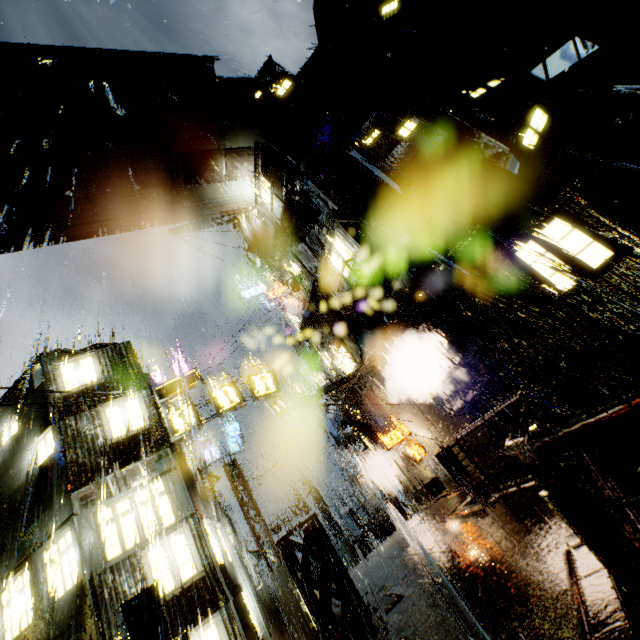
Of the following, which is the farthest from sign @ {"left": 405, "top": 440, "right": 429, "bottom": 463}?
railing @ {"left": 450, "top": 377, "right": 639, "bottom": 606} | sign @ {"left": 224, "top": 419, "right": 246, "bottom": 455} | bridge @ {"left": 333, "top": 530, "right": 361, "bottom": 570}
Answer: sign @ {"left": 224, "top": 419, "right": 246, "bottom": 455}

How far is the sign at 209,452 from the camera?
23.2 meters

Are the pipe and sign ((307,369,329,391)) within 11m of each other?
yes

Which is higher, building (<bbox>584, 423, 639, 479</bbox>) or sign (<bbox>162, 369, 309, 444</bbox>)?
sign (<bbox>162, 369, 309, 444</bbox>)

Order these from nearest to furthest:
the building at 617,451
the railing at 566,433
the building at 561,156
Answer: the railing at 566,433 → the building at 617,451 → the building at 561,156

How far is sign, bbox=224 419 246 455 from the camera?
23.8 meters

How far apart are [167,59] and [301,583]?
27.5 meters

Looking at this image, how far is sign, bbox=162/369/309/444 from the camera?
14.63m
